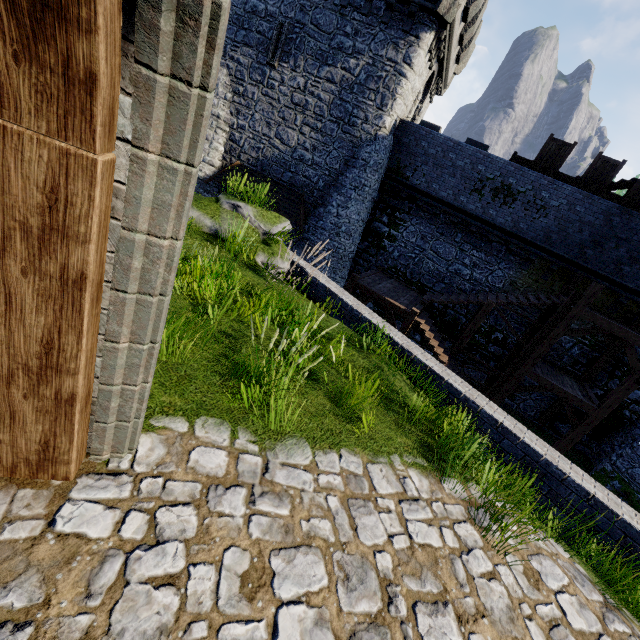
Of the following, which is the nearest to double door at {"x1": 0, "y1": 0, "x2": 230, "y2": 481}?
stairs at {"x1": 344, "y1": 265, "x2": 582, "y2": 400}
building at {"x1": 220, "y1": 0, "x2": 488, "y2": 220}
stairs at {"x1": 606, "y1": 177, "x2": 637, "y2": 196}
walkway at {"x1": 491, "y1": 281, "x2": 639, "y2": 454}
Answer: stairs at {"x1": 344, "y1": 265, "x2": 582, "y2": 400}

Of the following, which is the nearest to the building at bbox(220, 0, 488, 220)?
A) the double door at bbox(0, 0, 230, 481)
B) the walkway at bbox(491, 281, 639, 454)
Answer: the walkway at bbox(491, 281, 639, 454)

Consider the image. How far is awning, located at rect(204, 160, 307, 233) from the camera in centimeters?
1700cm

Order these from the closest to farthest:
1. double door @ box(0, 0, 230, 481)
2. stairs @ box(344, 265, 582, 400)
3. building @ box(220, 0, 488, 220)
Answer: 1. double door @ box(0, 0, 230, 481)
2. stairs @ box(344, 265, 582, 400)
3. building @ box(220, 0, 488, 220)

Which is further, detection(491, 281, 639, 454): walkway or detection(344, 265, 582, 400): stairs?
detection(344, 265, 582, 400): stairs

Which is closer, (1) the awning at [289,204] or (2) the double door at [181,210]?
(2) the double door at [181,210]

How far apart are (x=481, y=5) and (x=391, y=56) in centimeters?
539cm

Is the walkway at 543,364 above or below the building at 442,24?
below
